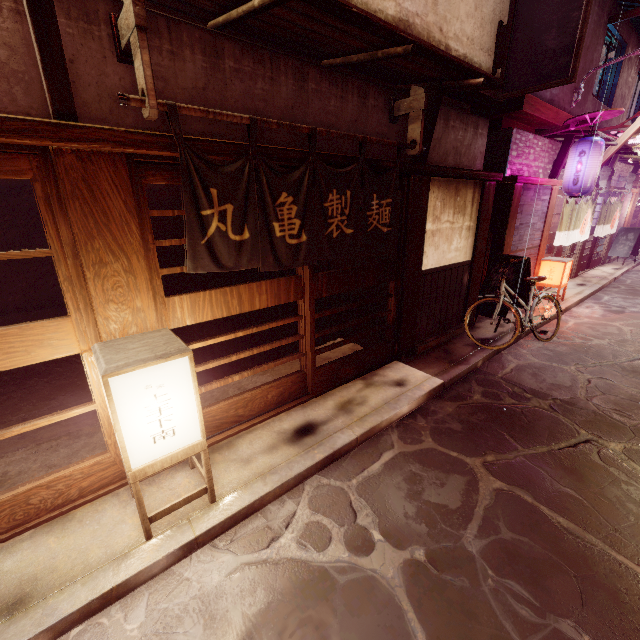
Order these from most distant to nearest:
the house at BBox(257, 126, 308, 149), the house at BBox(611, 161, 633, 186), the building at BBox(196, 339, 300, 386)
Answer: the house at BBox(611, 161, 633, 186) < the building at BBox(196, 339, 300, 386) < the house at BBox(257, 126, 308, 149)

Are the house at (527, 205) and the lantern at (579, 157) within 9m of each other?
yes

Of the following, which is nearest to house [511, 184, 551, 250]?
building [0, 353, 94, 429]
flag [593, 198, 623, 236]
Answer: flag [593, 198, 623, 236]

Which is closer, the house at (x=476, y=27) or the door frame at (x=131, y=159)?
the door frame at (x=131, y=159)

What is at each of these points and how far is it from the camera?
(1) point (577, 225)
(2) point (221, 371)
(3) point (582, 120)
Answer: (1) flag, 17.0 meters
(2) building, 9.4 meters
(3) wood support, 12.1 meters

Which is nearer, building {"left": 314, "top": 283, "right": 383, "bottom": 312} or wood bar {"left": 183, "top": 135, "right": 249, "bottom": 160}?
wood bar {"left": 183, "top": 135, "right": 249, "bottom": 160}

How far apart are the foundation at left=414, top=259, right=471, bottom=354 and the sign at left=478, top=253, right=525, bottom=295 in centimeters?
79cm

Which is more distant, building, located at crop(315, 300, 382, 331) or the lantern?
building, located at crop(315, 300, 382, 331)
